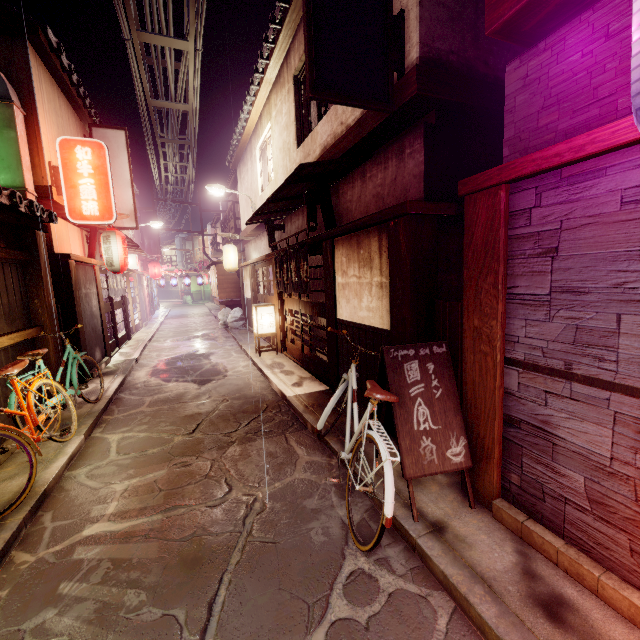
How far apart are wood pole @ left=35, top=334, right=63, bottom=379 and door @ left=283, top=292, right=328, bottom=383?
8.64m

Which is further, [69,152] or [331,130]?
[69,152]

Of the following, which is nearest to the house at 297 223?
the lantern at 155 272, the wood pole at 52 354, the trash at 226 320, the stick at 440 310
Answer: the stick at 440 310

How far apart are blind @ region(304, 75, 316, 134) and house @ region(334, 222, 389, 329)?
5.20m

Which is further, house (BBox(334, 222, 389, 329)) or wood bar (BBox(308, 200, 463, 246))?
house (BBox(334, 222, 389, 329))

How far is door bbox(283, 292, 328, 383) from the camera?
12.1 meters

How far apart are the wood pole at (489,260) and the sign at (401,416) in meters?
0.0 m

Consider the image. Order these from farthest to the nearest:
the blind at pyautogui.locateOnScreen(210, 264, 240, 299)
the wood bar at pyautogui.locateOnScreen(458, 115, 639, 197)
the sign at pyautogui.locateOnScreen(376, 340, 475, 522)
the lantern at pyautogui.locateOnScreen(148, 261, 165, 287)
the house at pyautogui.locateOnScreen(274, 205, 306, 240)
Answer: the lantern at pyautogui.locateOnScreen(148, 261, 165, 287), the blind at pyautogui.locateOnScreen(210, 264, 240, 299), the house at pyautogui.locateOnScreen(274, 205, 306, 240), the sign at pyautogui.locateOnScreen(376, 340, 475, 522), the wood bar at pyautogui.locateOnScreen(458, 115, 639, 197)
